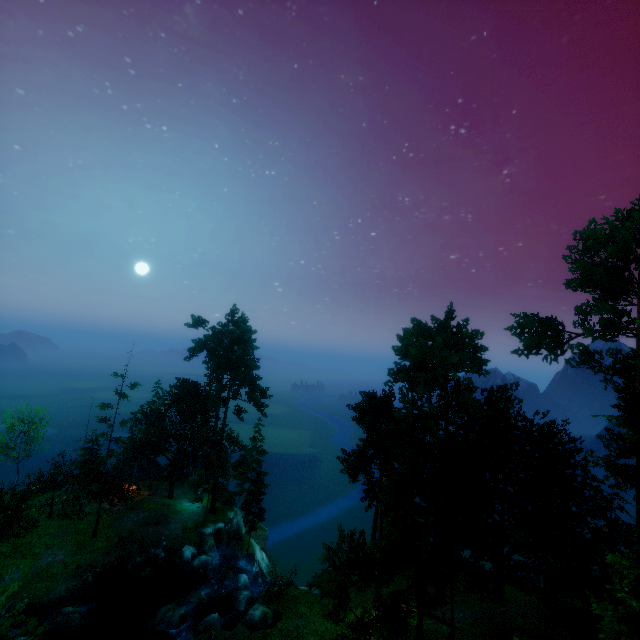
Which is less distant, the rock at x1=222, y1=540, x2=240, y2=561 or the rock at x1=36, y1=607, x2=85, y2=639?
the rock at x1=36, y1=607, x2=85, y2=639

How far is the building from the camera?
39.16m

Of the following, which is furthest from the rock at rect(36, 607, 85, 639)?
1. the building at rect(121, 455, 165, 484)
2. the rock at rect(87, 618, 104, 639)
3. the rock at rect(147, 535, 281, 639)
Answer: the building at rect(121, 455, 165, 484)

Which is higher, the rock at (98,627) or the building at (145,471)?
the building at (145,471)

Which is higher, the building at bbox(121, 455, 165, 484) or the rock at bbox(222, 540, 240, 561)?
the building at bbox(121, 455, 165, 484)

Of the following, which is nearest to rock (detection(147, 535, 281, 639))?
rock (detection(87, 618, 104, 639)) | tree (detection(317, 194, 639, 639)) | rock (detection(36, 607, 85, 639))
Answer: rock (detection(87, 618, 104, 639))

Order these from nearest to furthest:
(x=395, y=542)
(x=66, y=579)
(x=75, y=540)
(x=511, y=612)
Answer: (x=395, y=542), (x=511, y=612), (x=66, y=579), (x=75, y=540)

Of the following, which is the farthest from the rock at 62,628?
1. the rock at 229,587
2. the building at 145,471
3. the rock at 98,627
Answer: the building at 145,471
